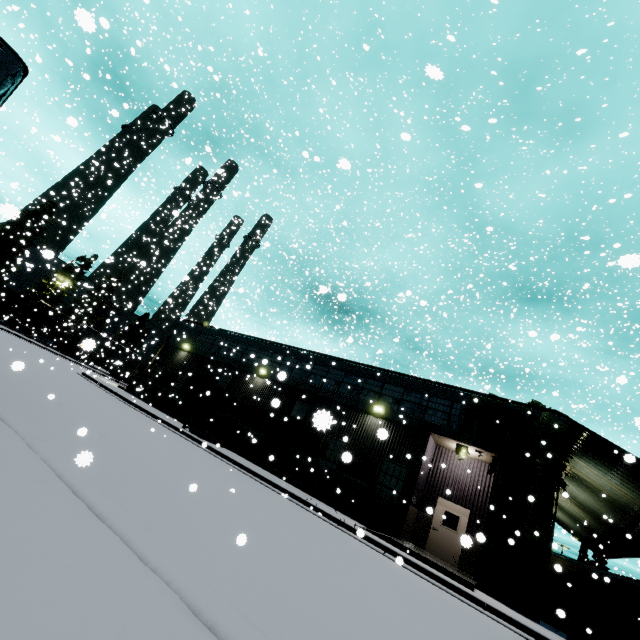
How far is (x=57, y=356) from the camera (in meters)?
37.16

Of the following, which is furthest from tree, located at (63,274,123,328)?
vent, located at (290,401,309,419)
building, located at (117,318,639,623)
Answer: vent, located at (290,401,309,419)

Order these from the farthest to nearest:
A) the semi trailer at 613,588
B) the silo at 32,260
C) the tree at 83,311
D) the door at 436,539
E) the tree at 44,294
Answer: the tree at 44,294 → the tree at 83,311 → the silo at 32,260 → the semi trailer at 613,588 → the door at 436,539

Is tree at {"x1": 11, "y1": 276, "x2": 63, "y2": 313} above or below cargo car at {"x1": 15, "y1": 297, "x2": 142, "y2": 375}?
above

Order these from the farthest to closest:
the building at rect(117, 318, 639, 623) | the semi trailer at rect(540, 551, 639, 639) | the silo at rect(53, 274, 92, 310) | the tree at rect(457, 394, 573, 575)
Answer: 1. the silo at rect(53, 274, 92, 310)
2. the semi trailer at rect(540, 551, 639, 639)
3. the building at rect(117, 318, 639, 623)
4. the tree at rect(457, 394, 573, 575)

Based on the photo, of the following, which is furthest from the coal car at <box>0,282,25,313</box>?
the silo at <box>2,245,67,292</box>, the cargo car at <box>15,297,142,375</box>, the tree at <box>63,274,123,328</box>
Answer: the tree at <box>63,274,123,328</box>

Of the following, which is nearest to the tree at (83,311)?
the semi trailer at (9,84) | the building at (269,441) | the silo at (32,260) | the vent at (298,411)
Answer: the silo at (32,260)

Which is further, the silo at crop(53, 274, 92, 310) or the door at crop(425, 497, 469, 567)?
the silo at crop(53, 274, 92, 310)
